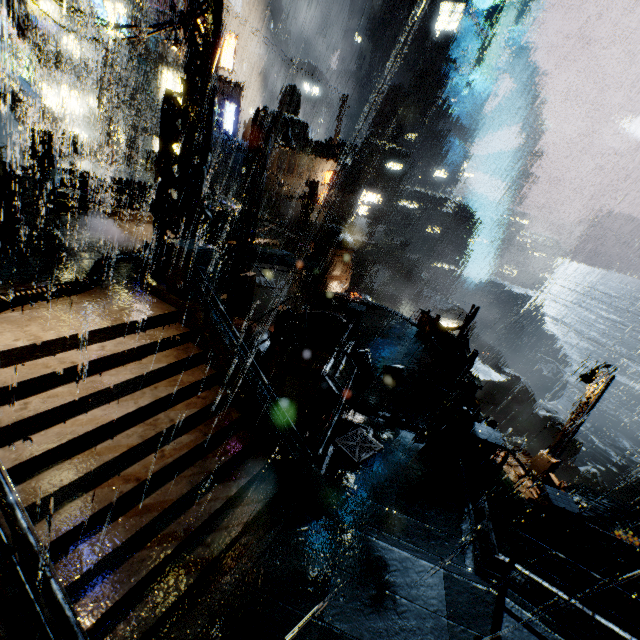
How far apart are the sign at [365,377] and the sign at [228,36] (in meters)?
32.97

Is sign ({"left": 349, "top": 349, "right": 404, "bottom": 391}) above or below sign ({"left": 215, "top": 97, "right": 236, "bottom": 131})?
below

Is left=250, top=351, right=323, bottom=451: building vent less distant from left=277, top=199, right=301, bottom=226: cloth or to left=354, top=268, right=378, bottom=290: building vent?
left=277, top=199, right=301, bottom=226: cloth

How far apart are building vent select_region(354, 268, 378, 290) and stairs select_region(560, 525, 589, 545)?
42.5m

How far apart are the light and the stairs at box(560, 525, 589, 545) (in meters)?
15.96

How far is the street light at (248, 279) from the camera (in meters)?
20.80

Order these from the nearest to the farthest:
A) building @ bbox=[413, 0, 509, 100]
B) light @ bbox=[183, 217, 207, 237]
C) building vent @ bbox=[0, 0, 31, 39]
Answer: light @ bbox=[183, 217, 207, 237], building vent @ bbox=[0, 0, 31, 39], building @ bbox=[413, 0, 509, 100]

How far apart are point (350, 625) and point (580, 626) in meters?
4.8
